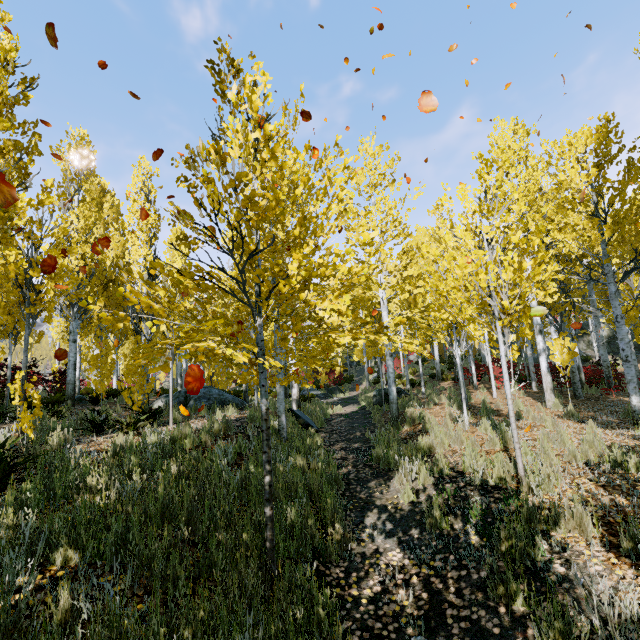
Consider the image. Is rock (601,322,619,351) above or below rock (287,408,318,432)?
above

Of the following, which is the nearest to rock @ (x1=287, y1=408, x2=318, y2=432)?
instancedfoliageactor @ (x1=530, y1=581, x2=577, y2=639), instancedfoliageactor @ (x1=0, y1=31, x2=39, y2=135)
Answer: instancedfoliageactor @ (x1=0, y1=31, x2=39, y2=135)

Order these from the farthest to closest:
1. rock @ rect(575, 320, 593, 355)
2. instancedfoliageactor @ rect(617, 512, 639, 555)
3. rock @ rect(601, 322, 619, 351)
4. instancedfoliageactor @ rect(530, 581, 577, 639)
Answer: rock @ rect(575, 320, 593, 355)
rock @ rect(601, 322, 619, 351)
instancedfoliageactor @ rect(617, 512, 639, 555)
instancedfoliageactor @ rect(530, 581, 577, 639)

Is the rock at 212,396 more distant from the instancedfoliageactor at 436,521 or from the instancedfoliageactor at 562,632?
the instancedfoliageactor at 562,632

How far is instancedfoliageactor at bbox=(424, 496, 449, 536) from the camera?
4.0m

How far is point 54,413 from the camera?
8.02m

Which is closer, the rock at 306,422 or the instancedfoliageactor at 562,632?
the instancedfoliageactor at 562,632
